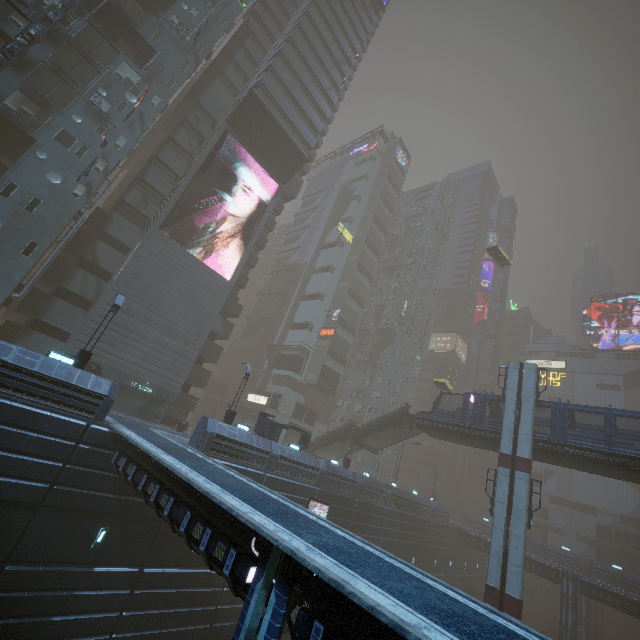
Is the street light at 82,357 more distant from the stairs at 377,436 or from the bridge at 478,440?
the bridge at 478,440

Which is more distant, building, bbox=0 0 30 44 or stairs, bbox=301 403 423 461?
stairs, bbox=301 403 423 461

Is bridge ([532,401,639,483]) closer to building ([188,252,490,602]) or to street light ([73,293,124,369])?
building ([188,252,490,602])

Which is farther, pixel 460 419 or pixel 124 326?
pixel 460 419

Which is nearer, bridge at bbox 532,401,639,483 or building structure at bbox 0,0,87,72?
building structure at bbox 0,0,87,72

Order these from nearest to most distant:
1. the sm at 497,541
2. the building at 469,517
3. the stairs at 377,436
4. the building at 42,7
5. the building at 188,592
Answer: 1. the building at 188,592
2. the sm at 497,541
3. the building at 42,7
4. the stairs at 377,436
5. the building at 469,517

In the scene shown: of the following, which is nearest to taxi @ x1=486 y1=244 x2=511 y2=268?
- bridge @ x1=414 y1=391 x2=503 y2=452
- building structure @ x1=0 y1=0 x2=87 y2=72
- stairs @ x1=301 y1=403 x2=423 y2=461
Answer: building structure @ x1=0 y1=0 x2=87 y2=72
